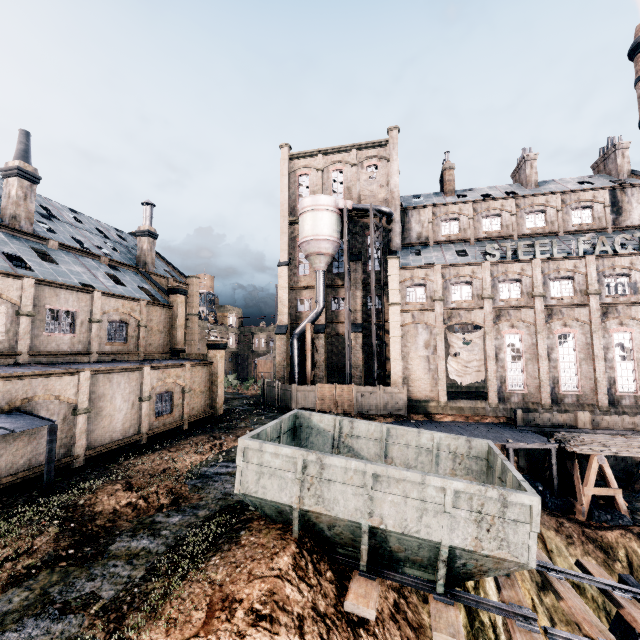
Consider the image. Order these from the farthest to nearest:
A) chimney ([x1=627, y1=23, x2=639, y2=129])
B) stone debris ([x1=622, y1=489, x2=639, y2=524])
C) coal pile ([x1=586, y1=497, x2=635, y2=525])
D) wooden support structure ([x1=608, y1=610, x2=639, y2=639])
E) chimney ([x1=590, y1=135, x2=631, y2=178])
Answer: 1. chimney ([x1=627, y1=23, x2=639, y2=129])
2. chimney ([x1=590, y1=135, x2=631, y2=178])
3. stone debris ([x1=622, y1=489, x2=639, y2=524])
4. coal pile ([x1=586, y1=497, x2=635, y2=525])
5. wooden support structure ([x1=608, y1=610, x2=639, y2=639])

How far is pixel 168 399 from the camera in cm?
2475

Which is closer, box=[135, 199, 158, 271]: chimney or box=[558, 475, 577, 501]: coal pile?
A: box=[558, 475, 577, 501]: coal pile

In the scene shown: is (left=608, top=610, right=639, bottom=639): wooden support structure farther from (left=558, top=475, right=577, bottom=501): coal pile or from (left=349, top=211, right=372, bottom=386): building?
(left=349, top=211, right=372, bottom=386): building

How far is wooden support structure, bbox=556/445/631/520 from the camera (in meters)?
20.20

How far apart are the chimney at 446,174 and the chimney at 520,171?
7.5 meters

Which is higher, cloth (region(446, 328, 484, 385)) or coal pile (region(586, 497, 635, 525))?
cloth (region(446, 328, 484, 385))

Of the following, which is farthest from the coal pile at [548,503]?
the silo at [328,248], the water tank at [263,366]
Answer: the water tank at [263,366]
